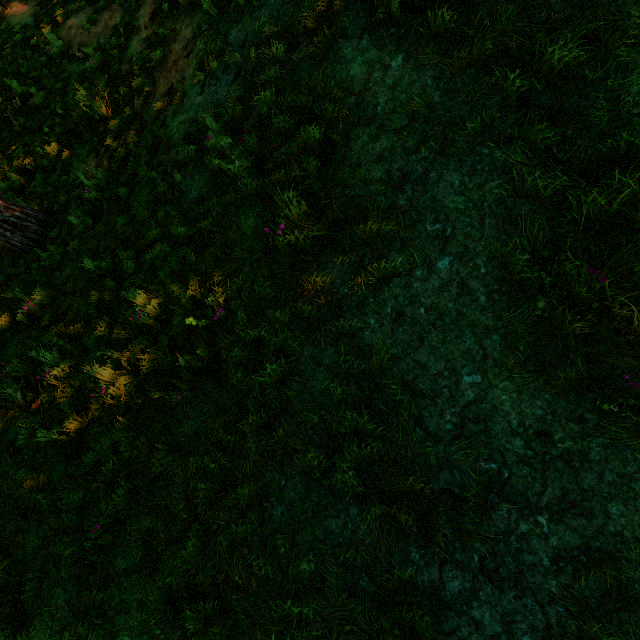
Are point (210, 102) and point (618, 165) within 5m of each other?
yes
